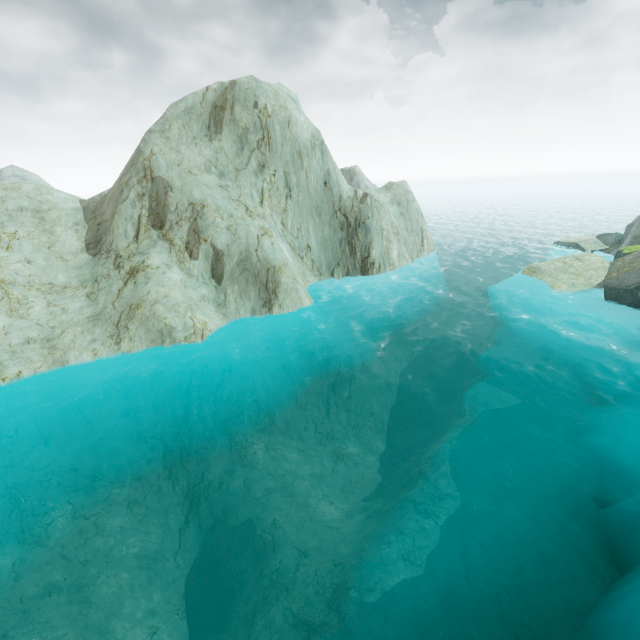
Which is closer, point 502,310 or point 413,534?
point 413,534
